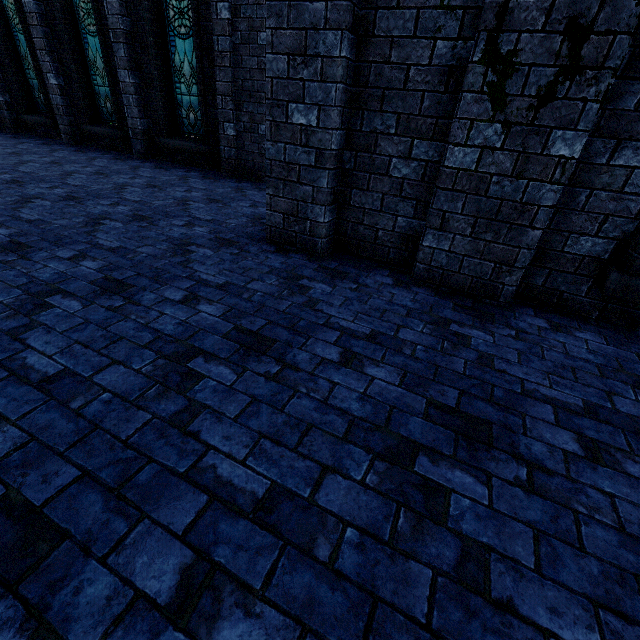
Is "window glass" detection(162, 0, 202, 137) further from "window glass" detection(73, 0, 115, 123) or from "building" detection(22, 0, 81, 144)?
"window glass" detection(73, 0, 115, 123)

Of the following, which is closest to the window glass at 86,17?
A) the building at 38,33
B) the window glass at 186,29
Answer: the building at 38,33

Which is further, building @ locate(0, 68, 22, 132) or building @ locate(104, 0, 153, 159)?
building @ locate(0, 68, 22, 132)

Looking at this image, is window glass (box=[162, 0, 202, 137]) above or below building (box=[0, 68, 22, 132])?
above

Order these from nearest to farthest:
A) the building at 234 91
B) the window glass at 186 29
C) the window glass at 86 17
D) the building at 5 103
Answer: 1. the building at 234 91
2. the window glass at 186 29
3. the window glass at 86 17
4. the building at 5 103

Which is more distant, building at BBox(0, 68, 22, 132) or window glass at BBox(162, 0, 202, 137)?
building at BBox(0, 68, 22, 132)

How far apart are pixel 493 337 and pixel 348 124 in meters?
2.6 m
